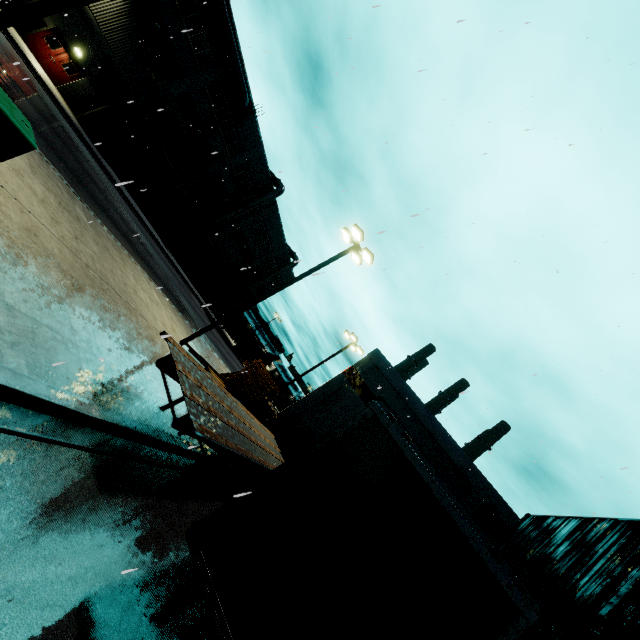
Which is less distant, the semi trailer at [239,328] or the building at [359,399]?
the building at [359,399]

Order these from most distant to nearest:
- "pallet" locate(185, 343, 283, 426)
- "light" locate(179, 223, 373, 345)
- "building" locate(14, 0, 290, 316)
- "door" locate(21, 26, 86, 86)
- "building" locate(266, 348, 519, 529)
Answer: "building" locate(14, 0, 290, 316) < "door" locate(21, 26, 86, 86) < "building" locate(266, 348, 519, 529) < "pallet" locate(185, 343, 283, 426) < "light" locate(179, 223, 373, 345)

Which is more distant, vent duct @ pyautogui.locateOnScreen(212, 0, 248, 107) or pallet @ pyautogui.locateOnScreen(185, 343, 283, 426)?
vent duct @ pyautogui.locateOnScreen(212, 0, 248, 107)

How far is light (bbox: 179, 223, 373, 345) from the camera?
14.6m

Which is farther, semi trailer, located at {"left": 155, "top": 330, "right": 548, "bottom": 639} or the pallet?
the pallet

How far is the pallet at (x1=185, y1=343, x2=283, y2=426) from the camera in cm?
1552

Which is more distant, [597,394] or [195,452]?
[597,394]

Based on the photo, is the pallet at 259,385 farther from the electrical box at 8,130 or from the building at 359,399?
the electrical box at 8,130
